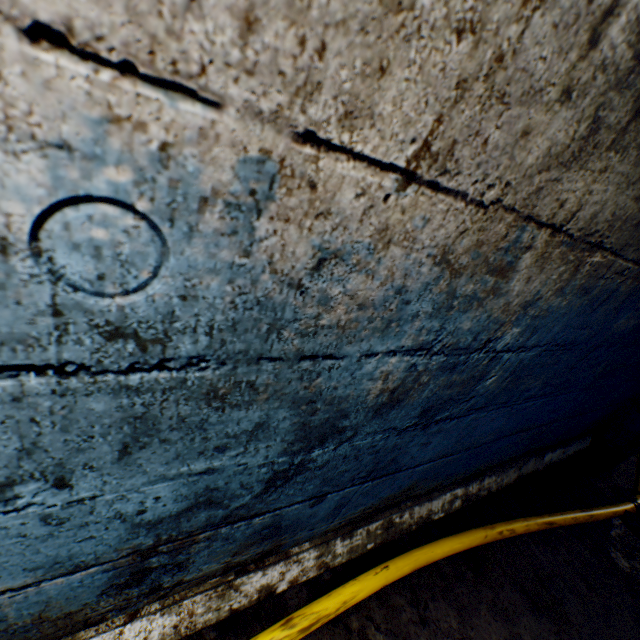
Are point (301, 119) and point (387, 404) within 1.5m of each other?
yes

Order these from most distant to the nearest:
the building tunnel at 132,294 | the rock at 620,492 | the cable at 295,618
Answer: the rock at 620,492
the cable at 295,618
the building tunnel at 132,294

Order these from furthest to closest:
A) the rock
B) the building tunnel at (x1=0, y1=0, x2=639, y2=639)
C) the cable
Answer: the rock, the cable, the building tunnel at (x1=0, y1=0, x2=639, y2=639)

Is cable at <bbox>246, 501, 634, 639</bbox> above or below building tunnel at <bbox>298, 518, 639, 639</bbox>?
above

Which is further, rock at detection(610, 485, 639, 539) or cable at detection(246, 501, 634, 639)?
rock at detection(610, 485, 639, 539)

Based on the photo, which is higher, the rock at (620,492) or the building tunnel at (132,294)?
the building tunnel at (132,294)

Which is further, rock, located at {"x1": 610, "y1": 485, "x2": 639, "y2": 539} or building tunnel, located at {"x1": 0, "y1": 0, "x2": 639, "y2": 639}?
rock, located at {"x1": 610, "y1": 485, "x2": 639, "y2": 539}

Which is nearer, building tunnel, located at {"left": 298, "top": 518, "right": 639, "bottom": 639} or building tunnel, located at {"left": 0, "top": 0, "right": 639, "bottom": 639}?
building tunnel, located at {"left": 0, "top": 0, "right": 639, "bottom": 639}
